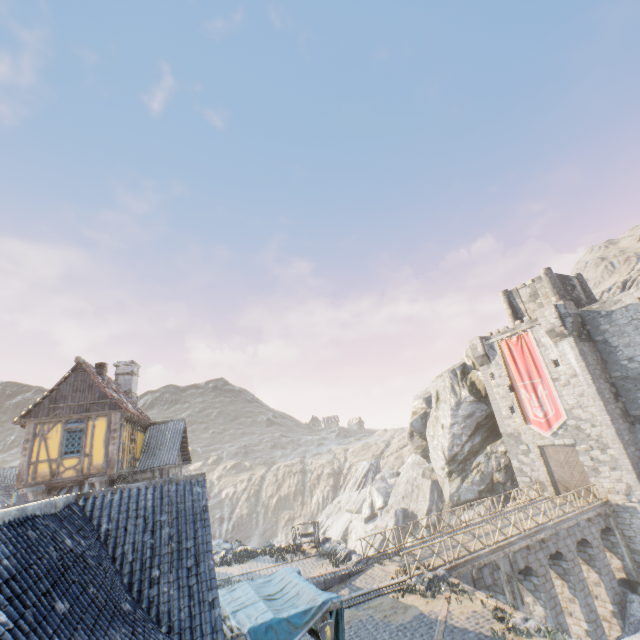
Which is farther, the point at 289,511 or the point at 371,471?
the point at 289,511

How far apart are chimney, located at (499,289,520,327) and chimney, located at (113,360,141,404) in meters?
36.3

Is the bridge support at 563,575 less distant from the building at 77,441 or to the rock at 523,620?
the rock at 523,620

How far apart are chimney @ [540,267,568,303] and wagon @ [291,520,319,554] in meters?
28.5 m

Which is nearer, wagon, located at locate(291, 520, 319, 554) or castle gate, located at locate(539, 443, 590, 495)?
wagon, located at locate(291, 520, 319, 554)

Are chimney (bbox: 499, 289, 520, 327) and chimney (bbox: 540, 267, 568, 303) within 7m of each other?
yes

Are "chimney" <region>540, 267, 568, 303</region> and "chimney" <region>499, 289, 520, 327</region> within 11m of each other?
yes

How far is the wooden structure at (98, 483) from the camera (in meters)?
15.95
